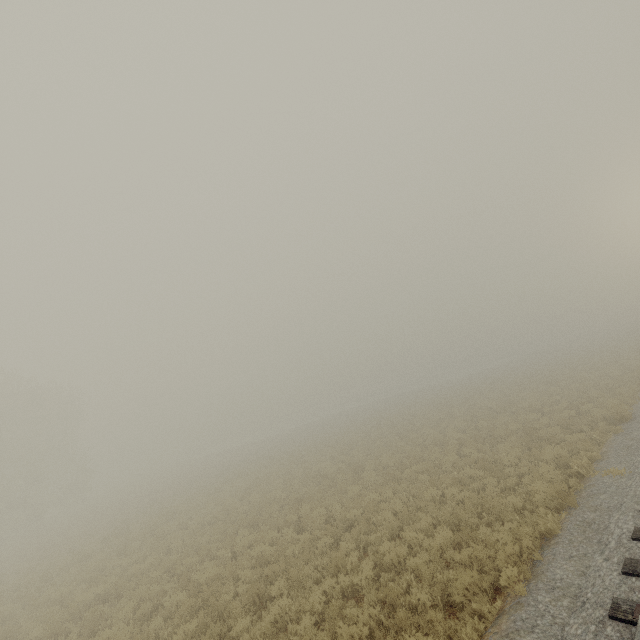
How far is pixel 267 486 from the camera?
21.4 meters
